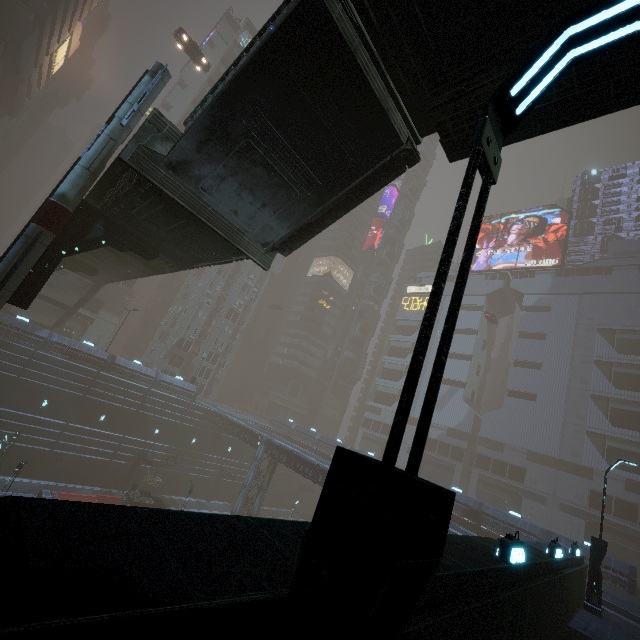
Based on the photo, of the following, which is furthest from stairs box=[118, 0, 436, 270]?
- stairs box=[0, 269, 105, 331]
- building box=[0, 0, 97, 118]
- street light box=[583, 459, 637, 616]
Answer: stairs box=[0, 269, 105, 331]

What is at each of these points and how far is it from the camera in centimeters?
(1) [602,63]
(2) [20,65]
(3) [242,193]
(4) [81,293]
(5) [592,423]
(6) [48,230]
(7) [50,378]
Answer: (1) bridge, 559cm
(2) building, 4466cm
(3) stairs, 1023cm
(4) stairs, 3559cm
(5) building, 5038cm
(6) sm, 1191cm
(7) building, 3334cm

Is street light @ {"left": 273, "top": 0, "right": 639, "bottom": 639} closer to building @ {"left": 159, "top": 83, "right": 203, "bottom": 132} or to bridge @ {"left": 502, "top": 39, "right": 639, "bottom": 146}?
building @ {"left": 159, "top": 83, "right": 203, "bottom": 132}

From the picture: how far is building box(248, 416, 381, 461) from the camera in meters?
47.8

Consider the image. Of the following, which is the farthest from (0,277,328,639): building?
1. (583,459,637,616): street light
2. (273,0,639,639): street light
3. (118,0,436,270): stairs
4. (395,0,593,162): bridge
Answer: (118,0,436,270): stairs

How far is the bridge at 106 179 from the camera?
11.30m

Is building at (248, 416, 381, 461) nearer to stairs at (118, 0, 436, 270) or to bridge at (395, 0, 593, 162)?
bridge at (395, 0, 593, 162)

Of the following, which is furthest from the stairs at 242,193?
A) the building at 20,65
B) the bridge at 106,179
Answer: the building at 20,65
